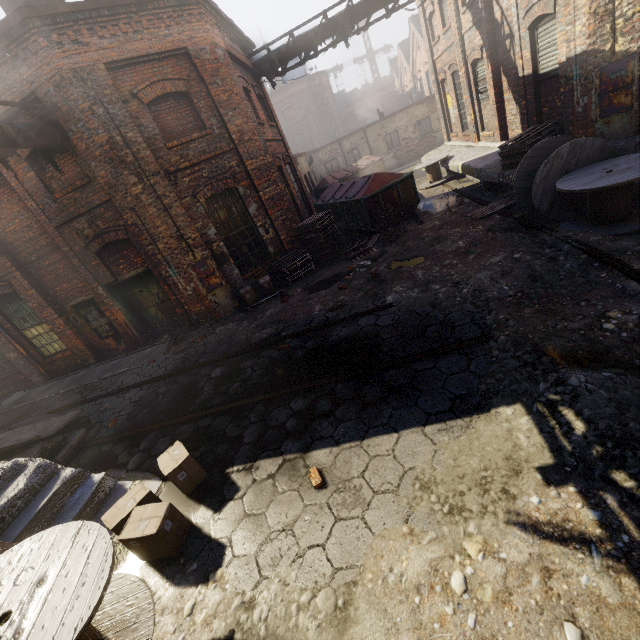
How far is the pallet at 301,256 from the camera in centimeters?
1055cm

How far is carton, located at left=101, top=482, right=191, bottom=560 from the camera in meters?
3.5 m

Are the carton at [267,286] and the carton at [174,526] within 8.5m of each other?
yes

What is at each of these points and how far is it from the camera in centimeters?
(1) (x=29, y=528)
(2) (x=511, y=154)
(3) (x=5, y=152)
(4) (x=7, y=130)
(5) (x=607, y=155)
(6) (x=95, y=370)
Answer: (1) building, 403cm
(2) pallet, 862cm
(3) scaffolding, 654cm
(4) pipe, 668cm
(5) spool, 625cm
(6) curb, 1085cm

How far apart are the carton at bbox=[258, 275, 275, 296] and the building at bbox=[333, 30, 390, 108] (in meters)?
51.02

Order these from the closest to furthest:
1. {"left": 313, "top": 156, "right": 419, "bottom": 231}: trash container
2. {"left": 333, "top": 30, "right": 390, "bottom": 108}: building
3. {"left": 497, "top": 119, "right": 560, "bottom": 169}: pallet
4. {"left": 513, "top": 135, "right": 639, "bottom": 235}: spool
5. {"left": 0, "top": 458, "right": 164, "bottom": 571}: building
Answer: {"left": 0, "top": 458, "right": 164, "bottom": 571}: building → {"left": 513, "top": 135, "right": 639, "bottom": 235}: spool → {"left": 497, "top": 119, "right": 560, "bottom": 169}: pallet → {"left": 313, "top": 156, "right": 419, "bottom": 231}: trash container → {"left": 333, "top": 30, "right": 390, "bottom": 108}: building

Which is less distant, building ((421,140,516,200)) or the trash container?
building ((421,140,516,200))

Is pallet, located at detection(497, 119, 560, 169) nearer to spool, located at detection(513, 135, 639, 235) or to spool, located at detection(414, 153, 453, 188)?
spool, located at detection(513, 135, 639, 235)
